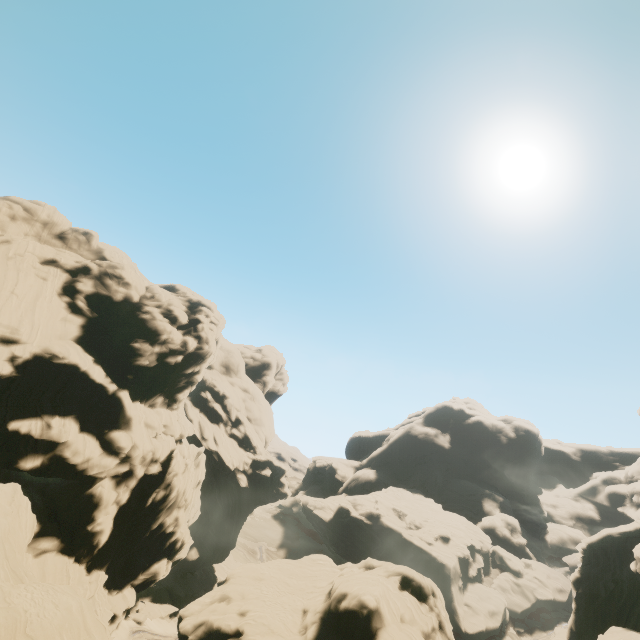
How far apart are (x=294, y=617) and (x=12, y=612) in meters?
24.0
